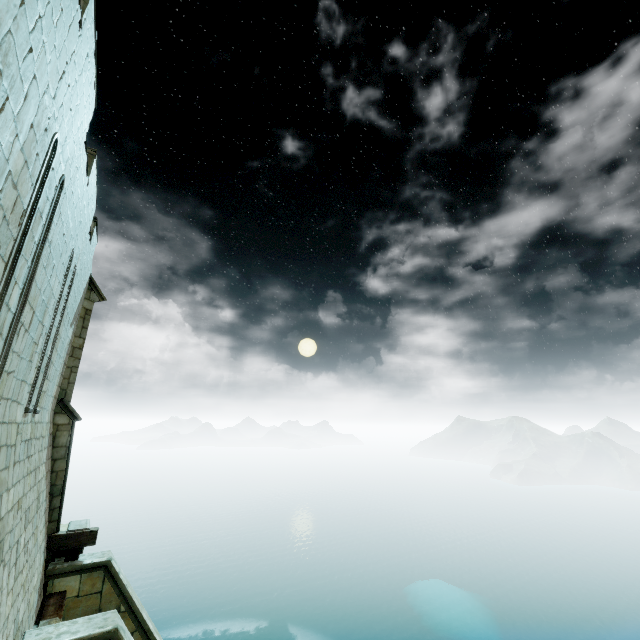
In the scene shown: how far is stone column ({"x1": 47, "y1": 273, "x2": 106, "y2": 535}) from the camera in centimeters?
1001cm

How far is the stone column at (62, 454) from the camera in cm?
1001

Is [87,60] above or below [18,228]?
above

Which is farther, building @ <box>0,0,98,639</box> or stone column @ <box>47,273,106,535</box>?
stone column @ <box>47,273,106,535</box>

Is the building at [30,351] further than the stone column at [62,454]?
No
